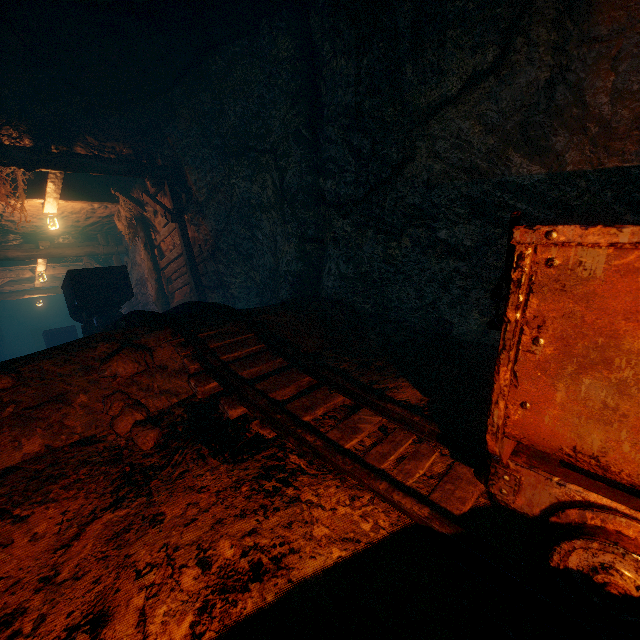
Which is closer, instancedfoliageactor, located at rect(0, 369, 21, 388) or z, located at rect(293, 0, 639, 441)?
instancedfoliageactor, located at rect(0, 369, 21, 388)

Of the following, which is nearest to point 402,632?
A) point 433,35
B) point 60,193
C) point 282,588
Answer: point 282,588

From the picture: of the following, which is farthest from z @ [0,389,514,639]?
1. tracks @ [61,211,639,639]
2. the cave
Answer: the cave

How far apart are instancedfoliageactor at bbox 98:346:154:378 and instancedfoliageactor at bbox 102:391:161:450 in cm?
13

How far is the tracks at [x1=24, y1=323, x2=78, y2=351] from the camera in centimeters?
1291cm

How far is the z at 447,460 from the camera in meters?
1.8

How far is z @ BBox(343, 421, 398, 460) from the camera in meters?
2.1 m

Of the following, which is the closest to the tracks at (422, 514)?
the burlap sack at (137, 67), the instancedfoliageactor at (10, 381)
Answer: the burlap sack at (137, 67)
